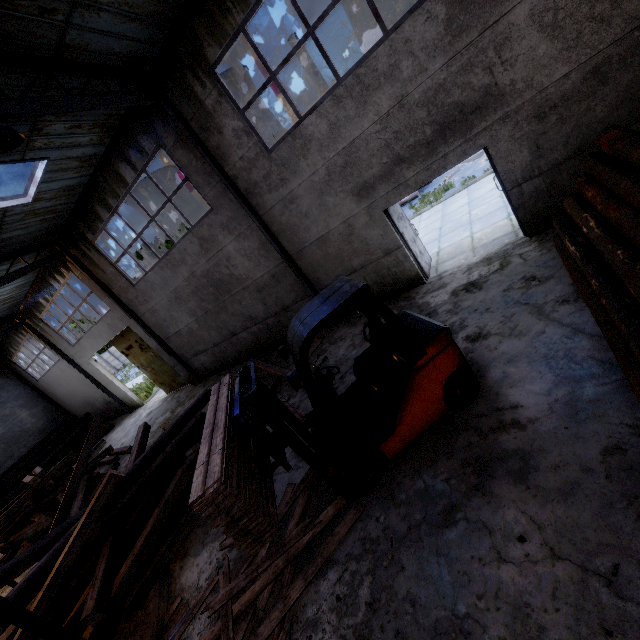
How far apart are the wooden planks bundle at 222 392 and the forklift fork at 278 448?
0.08m

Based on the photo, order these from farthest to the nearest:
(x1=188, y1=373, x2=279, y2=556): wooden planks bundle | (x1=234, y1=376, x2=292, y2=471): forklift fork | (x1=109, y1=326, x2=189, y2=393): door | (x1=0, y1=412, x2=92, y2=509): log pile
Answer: (x1=0, y1=412, x2=92, y2=509): log pile
(x1=109, y1=326, x2=189, y2=393): door
(x1=234, y1=376, x2=292, y2=471): forklift fork
(x1=188, y1=373, x2=279, y2=556): wooden planks bundle

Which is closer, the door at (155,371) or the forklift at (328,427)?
the forklift at (328,427)

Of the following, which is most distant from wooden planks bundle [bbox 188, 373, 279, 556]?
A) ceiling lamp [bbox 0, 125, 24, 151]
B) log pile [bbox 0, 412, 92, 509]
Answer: log pile [bbox 0, 412, 92, 509]

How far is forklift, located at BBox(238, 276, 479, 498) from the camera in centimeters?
401cm

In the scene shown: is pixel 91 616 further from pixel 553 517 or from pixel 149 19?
pixel 149 19

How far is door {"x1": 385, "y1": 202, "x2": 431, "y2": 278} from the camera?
8.0m

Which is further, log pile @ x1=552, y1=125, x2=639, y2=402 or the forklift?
the forklift
